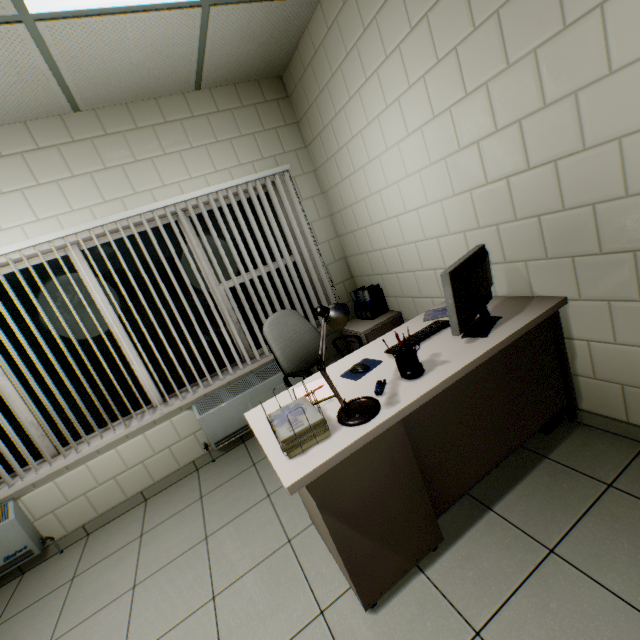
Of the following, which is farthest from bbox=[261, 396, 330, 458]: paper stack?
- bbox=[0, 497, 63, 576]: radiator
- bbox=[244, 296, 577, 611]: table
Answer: bbox=[0, 497, 63, 576]: radiator

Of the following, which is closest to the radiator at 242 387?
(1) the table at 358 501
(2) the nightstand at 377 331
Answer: (2) the nightstand at 377 331

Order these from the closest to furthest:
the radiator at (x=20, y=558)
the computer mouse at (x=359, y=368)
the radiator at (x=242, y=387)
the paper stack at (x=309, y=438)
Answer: the paper stack at (x=309, y=438), the computer mouse at (x=359, y=368), the radiator at (x=20, y=558), the radiator at (x=242, y=387)

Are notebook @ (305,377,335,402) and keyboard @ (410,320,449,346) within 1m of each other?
yes

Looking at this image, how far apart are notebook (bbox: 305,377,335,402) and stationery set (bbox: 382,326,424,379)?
0.4m

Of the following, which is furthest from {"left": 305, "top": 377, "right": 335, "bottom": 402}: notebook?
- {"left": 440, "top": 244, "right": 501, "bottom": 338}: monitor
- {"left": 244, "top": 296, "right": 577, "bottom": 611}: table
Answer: {"left": 440, "top": 244, "right": 501, "bottom": 338}: monitor

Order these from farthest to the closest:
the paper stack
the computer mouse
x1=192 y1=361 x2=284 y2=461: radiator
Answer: x1=192 y1=361 x2=284 y2=461: radiator → the computer mouse → the paper stack

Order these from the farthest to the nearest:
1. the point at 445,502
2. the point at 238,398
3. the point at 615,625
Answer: the point at 238,398, the point at 445,502, the point at 615,625
